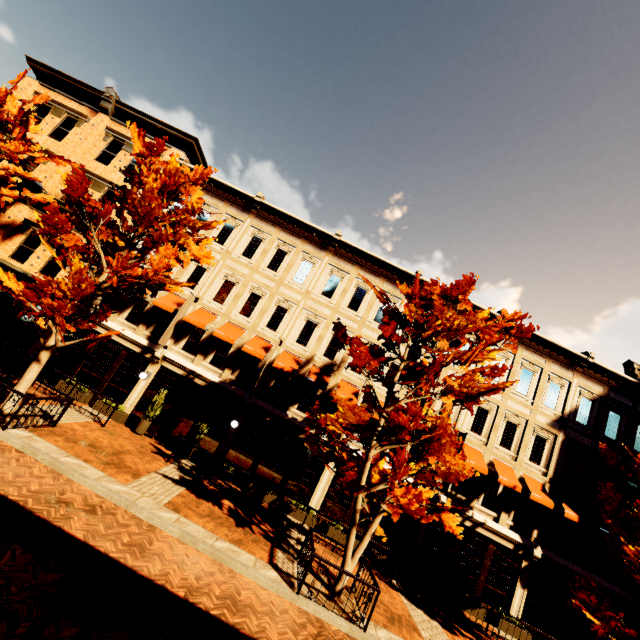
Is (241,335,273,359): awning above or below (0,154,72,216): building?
below

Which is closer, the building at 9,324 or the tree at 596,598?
the tree at 596,598

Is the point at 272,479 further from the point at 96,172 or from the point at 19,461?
the point at 96,172

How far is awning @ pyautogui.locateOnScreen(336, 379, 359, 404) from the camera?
15.26m

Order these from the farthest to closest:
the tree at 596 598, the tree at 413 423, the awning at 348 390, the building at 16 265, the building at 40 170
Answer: the building at 40 170, the building at 16 265, the awning at 348 390, the tree at 596 598, the tree at 413 423

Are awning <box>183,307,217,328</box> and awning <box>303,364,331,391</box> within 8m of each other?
yes

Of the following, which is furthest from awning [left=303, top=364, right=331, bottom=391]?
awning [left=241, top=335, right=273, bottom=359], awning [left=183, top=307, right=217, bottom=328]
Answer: awning [left=183, top=307, right=217, bottom=328]

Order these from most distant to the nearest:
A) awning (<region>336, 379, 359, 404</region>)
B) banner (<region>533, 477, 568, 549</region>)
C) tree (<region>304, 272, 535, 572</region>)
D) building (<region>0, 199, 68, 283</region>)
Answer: building (<region>0, 199, 68, 283</region>) < awning (<region>336, 379, 359, 404</region>) < banner (<region>533, 477, 568, 549</region>) < tree (<region>304, 272, 535, 572</region>)
